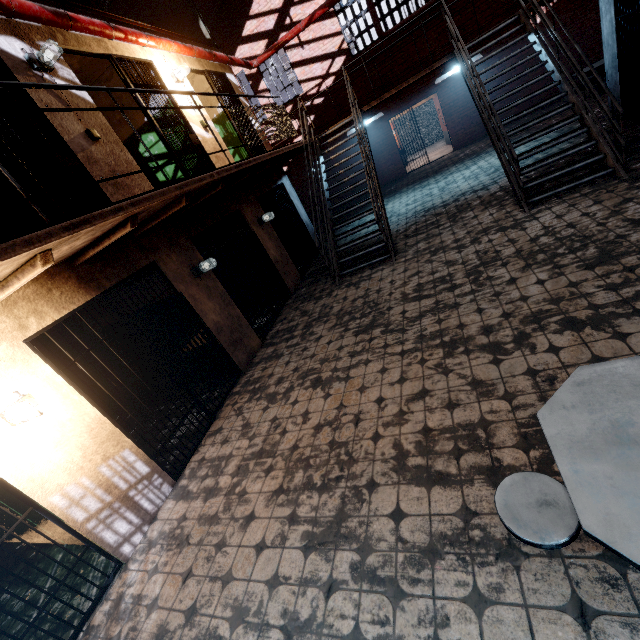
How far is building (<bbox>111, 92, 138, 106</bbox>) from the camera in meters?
6.7 m

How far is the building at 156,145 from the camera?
6.86m

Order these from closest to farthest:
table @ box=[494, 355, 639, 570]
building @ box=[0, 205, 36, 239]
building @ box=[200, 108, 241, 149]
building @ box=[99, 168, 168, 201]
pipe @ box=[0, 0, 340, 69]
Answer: table @ box=[494, 355, 639, 570], pipe @ box=[0, 0, 340, 69], building @ box=[99, 168, 168, 201], building @ box=[0, 205, 36, 239], building @ box=[200, 108, 241, 149]

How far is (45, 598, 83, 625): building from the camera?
3.1 meters

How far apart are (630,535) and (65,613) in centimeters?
482cm

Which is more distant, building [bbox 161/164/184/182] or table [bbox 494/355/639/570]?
building [bbox 161/164/184/182]
